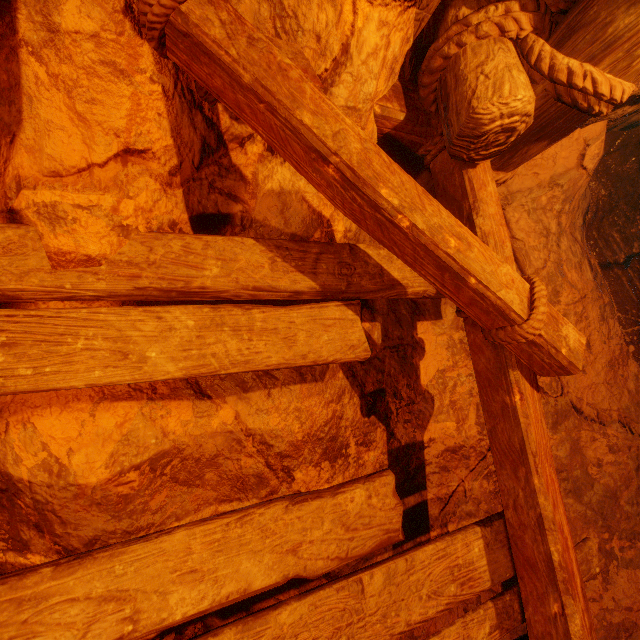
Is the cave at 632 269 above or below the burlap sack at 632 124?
below

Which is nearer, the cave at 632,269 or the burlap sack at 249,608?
the burlap sack at 249,608

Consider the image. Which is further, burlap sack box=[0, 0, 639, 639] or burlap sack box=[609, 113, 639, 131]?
burlap sack box=[609, 113, 639, 131]

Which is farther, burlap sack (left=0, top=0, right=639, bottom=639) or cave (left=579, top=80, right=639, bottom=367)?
cave (left=579, top=80, right=639, bottom=367)

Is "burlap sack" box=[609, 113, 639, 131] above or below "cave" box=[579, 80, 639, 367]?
above

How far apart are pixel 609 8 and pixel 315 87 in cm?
→ 98
